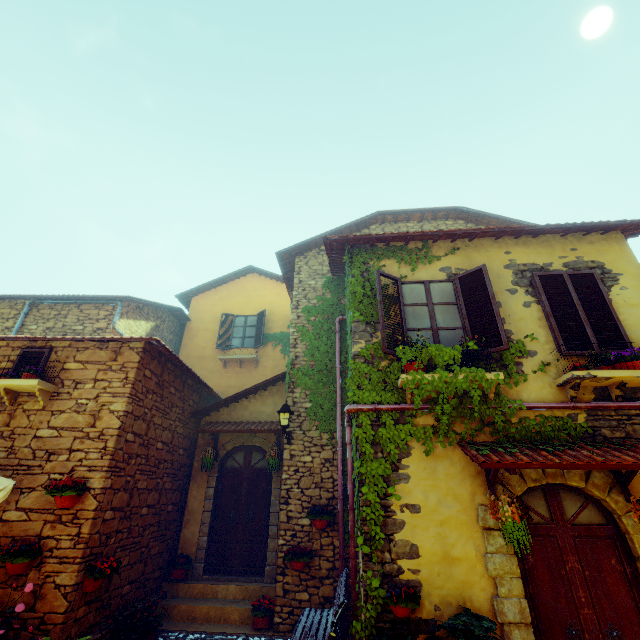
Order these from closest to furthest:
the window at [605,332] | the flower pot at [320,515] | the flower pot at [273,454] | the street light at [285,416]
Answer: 1. the window at [605,332]
2. the flower pot at [320,515]
3. the street light at [285,416]
4. the flower pot at [273,454]

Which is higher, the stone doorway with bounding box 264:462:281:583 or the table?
the table

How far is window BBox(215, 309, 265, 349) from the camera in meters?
13.2 m

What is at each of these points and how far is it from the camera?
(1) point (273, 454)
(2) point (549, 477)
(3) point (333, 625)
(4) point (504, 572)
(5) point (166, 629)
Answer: (1) flower pot, 8.0m
(2) stone doorway, 4.5m
(3) bench, 4.3m
(4) stone doorway, 4.1m
(5) stair, 6.2m

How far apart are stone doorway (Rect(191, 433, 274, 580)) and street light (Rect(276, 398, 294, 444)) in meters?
1.2 m

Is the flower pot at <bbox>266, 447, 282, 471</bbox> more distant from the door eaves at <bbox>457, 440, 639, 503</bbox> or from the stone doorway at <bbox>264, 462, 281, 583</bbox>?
the door eaves at <bbox>457, 440, 639, 503</bbox>

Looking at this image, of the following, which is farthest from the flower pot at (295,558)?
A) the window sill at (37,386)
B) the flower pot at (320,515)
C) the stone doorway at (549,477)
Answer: the window sill at (37,386)

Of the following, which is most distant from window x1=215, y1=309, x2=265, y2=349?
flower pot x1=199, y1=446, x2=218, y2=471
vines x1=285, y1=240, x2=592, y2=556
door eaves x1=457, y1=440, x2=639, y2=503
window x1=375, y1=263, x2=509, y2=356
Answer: door eaves x1=457, y1=440, x2=639, y2=503
